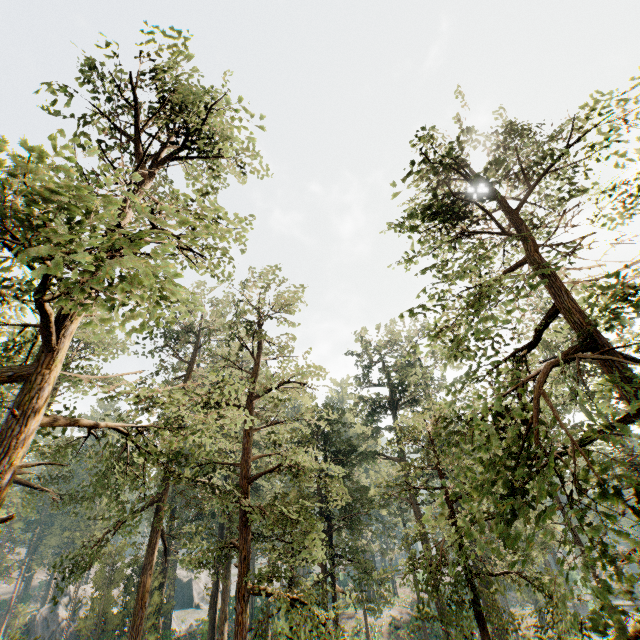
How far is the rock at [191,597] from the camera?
57.9m

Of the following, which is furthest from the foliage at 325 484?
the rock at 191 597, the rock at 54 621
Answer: the rock at 54 621

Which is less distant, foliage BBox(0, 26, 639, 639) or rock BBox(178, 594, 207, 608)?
foliage BBox(0, 26, 639, 639)

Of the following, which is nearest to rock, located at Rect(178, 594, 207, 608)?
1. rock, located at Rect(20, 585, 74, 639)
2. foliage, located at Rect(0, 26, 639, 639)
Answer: foliage, located at Rect(0, 26, 639, 639)

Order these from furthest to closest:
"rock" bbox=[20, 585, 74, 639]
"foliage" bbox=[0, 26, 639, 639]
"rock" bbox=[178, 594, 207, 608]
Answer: "rock" bbox=[178, 594, 207, 608] → "rock" bbox=[20, 585, 74, 639] → "foliage" bbox=[0, 26, 639, 639]

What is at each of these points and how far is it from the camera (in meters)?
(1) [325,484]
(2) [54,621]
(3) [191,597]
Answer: (1) foliage, 14.92
(2) rock, 44.31
(3) rock, 59.50

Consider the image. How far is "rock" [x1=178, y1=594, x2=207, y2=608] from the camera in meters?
57.9
